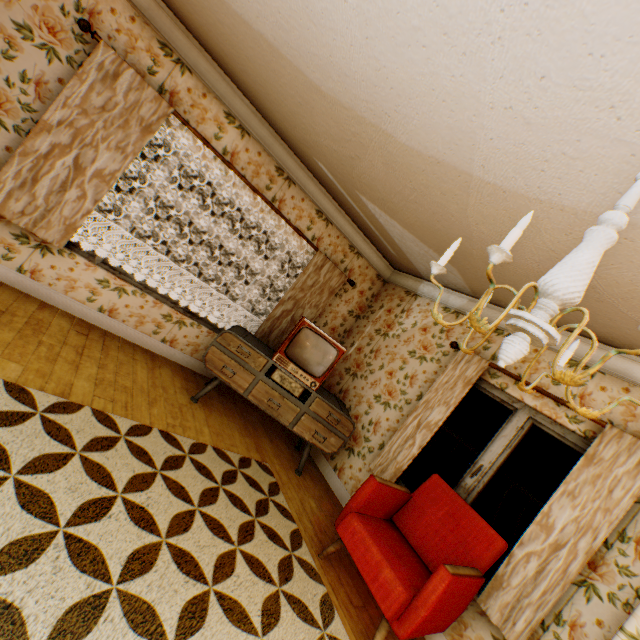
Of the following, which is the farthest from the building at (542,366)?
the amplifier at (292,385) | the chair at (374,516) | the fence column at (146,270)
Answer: the fence column at (146,270)

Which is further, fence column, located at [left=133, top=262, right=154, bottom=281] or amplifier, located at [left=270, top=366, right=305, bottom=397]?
fence column, located at [left=133, top=262, right=154, bottom=281]

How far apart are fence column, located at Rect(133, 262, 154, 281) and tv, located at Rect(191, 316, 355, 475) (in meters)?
14.31

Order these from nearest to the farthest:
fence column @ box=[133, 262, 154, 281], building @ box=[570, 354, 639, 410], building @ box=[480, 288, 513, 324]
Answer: building @ box=[570, 354, 639, 410], building @ box=[480, 288, 513, 324], fence column @ box=[133, 262, 154, 281]

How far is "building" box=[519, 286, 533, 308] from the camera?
3.14m

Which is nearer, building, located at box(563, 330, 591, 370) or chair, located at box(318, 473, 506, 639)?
chair, located at box(318, 473, 506, 639)

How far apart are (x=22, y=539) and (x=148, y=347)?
3.0 meters

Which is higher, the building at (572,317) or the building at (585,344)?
the building at (572,317)
